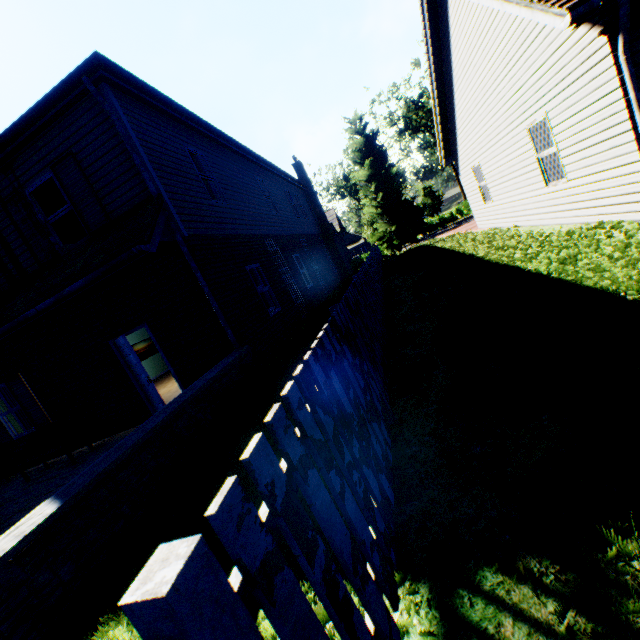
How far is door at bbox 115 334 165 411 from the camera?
7.1m

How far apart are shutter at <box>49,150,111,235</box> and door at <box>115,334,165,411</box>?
2.4 meters

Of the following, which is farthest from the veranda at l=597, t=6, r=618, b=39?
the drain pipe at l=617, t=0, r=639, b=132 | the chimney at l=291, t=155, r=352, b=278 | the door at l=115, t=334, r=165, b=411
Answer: the chimney at l=291, t=155, r=352, b=278

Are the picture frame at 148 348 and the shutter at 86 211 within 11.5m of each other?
yes

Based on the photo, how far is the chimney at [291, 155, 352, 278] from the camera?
22.22m

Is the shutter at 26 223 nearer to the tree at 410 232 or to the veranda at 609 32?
the veranda at 609 32

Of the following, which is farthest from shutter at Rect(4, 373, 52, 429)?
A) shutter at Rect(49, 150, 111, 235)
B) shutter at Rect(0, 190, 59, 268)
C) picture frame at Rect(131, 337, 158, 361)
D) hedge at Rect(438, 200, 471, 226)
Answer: hedge at Rect(438, 200, 471, 226)

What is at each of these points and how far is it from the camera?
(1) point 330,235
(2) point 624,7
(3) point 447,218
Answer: (1) chimney, 21.9m
(2) drain pipe, 4.4m
(3) hedge, 48.6m
